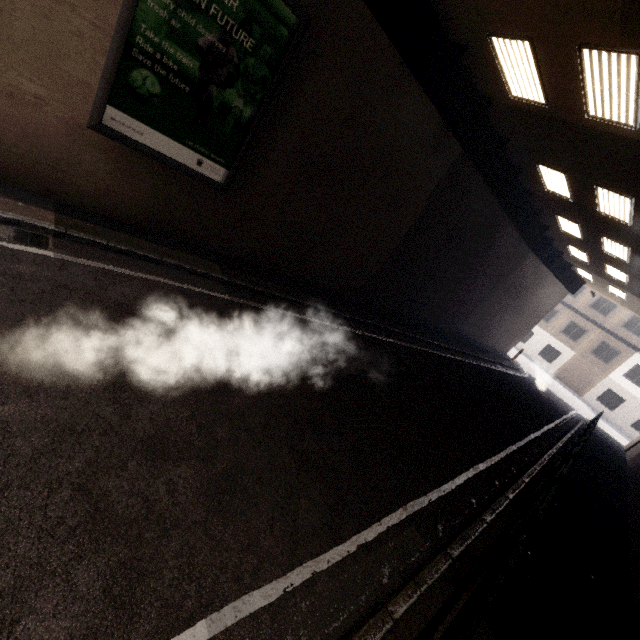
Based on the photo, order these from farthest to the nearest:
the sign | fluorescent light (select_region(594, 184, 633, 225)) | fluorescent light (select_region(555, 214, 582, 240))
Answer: fluorescent light (select_region(555, 214, 582, 240)) → fluorescent light (select_region(594, 184, 633, 225)) → the sign

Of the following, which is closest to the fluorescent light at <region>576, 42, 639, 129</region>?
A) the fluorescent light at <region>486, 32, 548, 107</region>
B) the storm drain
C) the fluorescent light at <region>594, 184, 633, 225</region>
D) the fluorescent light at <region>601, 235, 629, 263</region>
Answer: the fluorescent light at <region>486, 32, 548, 107</region>

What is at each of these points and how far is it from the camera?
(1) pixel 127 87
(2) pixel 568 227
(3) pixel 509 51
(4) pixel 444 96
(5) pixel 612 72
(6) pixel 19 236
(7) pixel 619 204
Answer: (1) sign, 5.23m
(2) fluorescent light, 13.97m
(3) fluorescent light, 6.62m
(4) platform underside, 7.94m
(5) fluorescent light, 5.49m
(6) storm drain, 4.59m
(7) fluorescent light, 9.38m

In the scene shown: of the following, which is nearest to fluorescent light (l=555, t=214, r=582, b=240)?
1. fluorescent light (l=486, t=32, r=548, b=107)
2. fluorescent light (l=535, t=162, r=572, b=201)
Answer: fluorescent light (l=535, t=162, r=572, b=201)

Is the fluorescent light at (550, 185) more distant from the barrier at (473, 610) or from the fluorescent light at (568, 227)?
the barrier at (473, 610)

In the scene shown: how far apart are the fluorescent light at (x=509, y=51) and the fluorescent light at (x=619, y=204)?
3.4m

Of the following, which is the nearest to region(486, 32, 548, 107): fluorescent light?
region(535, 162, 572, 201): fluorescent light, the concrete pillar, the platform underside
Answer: the platform underside

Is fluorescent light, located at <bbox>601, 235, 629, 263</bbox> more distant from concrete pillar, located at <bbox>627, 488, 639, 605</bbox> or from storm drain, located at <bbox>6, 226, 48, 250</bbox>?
storm drain, located at <bbox>6, 226, 48, 250</bbox>
